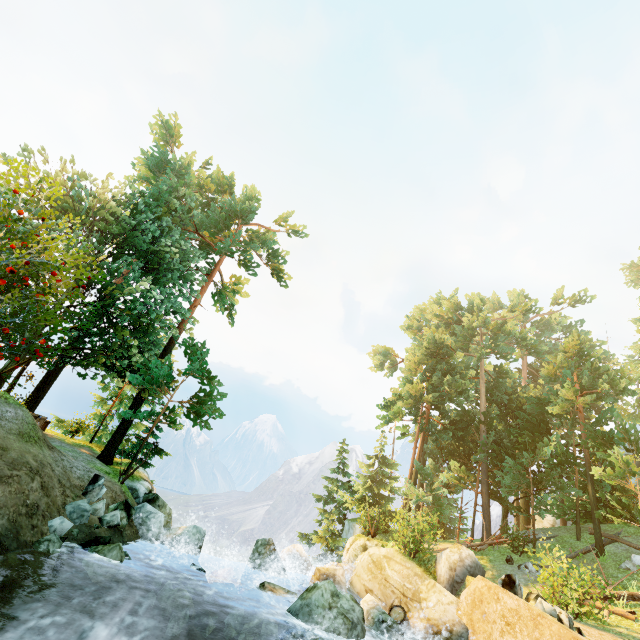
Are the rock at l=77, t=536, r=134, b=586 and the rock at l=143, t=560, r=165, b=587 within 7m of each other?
yes

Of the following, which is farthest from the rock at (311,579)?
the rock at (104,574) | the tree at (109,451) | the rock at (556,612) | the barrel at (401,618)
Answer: the tree at (109,451)

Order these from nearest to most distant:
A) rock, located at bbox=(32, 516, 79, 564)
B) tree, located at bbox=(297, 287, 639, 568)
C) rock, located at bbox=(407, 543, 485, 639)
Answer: rock, located at bbox=(32, 516, 79, 564)
rock, located at bbox=(407, 543, 485, 639)
tree, located at bbox=(297, 287, 639, 568)

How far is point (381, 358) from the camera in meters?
39.0

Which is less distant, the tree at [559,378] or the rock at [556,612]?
the rock at [556,612]

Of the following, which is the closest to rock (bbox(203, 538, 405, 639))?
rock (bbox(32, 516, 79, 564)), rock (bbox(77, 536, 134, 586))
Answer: rock (bbox(77, 536, 134, 586))

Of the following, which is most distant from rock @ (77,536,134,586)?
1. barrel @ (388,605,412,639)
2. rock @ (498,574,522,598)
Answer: rock @ (498,574,522,598)

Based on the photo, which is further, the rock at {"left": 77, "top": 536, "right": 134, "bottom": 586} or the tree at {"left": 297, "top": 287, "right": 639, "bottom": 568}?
the tree at {"left": 297, "top": 287, "right": 639, "bottom": 568}
